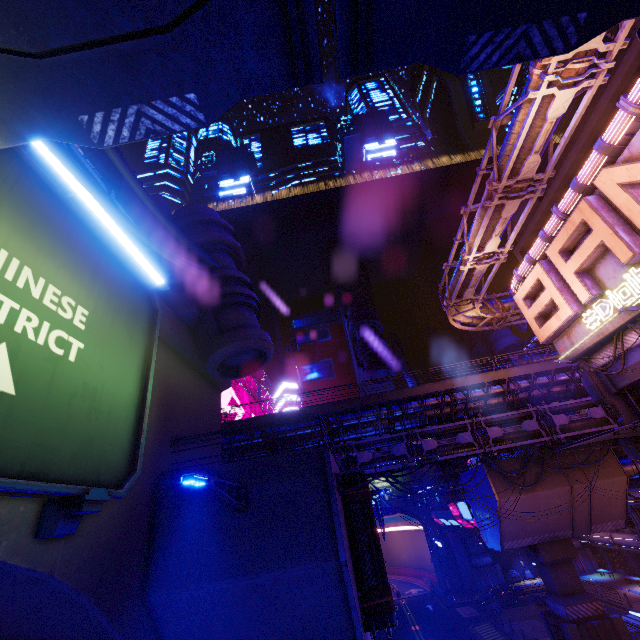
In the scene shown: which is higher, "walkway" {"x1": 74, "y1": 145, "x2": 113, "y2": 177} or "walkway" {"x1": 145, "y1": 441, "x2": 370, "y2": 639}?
"walkway" {"x1": 74, "y1": 145, "x2": 113, "y2": 177}

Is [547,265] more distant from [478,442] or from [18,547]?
[18,547]

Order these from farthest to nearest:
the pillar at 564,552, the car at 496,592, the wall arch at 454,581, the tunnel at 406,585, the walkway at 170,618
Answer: the tunnel at 406,585
the wall arch at 454,581
the car at 496,592
the pillar at 564,552
the walkway at 170,618

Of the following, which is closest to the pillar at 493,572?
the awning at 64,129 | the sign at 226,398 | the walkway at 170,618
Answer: the walkway at 170,618

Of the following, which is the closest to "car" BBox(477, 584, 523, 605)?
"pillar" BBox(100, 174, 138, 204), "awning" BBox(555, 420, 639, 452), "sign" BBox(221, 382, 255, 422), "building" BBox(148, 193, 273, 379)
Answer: "sign" BBox(221, 382, 255, 422)

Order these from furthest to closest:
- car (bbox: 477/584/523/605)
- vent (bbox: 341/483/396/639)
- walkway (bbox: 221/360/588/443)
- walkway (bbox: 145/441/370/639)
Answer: car (bbox: 477/584/523/605) < walkway (bbox: 221/360/588/443) < vent (bbox: 341/483/396/639) < walkway (bbox: 145/441/370/639)

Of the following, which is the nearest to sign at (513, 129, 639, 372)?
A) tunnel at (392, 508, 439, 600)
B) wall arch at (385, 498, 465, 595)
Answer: wall arch at (385, 498, 465, 595)

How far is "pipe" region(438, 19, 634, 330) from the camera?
11.67m
